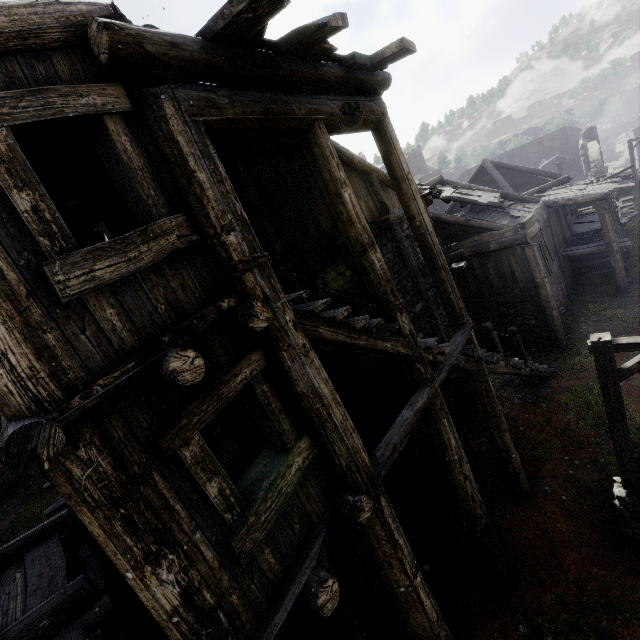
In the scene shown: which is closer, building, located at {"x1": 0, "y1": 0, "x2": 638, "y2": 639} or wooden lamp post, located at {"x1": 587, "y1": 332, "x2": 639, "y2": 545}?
building, located at {"x1": 0, "y1": 0, "x2": 638, "y2": 639}

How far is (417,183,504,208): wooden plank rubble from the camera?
14.0m

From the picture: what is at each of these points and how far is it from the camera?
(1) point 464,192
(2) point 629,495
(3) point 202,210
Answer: (1) wooden plank rubble, 15.3m
(2) wooden lamp post, 6.5m
(3) building, 3.3m

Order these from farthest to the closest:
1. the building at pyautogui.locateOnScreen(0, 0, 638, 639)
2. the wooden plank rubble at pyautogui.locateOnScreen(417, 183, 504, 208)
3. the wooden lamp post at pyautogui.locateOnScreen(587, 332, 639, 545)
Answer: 1. the wooden plank rubble at pyautogui.locateOnScreen(417, 183, 504, 208)
2. the wooden lamp post at pyautogui.locateOnScreen(587, 332, 639, 545)
3. the building at pyautogui.locateOnScreen(0, 0, 638, 639)

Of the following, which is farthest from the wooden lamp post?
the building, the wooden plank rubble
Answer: the wooden plank rubble

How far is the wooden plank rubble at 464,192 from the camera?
14.0 meters

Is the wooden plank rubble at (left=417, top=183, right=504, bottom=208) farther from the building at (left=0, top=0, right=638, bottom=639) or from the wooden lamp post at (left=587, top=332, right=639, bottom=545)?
the wooden lamp post at (left=587, top=332, right=639, bottom=545)

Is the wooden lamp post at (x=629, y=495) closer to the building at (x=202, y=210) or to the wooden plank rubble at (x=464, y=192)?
the building at (x=202, y=210)
